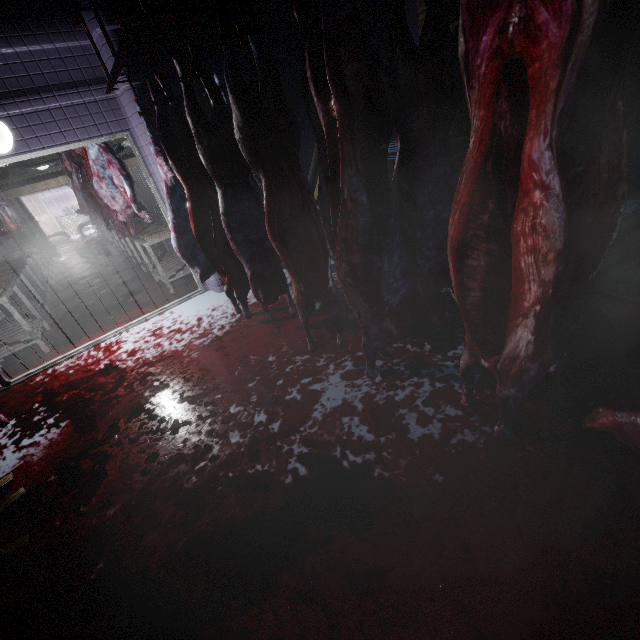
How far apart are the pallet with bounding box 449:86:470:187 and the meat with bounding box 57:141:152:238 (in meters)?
4.24

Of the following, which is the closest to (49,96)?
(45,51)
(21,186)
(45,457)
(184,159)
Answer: (45,51)

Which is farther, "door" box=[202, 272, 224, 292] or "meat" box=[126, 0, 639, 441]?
"door" box=[202, 272, 224, 292]

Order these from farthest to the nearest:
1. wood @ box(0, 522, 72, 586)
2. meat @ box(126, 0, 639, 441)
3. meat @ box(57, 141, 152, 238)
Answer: meat @ box(57, 141, 152, 238) < wood @ box(0, 522, 72, 586) < meat @ box(126, 0, 639, 441)

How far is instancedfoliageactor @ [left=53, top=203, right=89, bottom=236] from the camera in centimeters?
1730cm

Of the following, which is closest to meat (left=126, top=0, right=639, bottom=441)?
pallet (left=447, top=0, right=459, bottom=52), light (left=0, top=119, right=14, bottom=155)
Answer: pallet (left=447, top=0, right=459, bottom=52)

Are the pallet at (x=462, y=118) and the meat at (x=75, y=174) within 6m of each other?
yes

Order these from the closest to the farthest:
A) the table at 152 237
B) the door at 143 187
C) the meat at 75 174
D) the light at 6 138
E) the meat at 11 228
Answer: the light at 6 138 < the meat at 75 174 < the table at 152 237 < the meat at 11 228 < the door at 143 187
